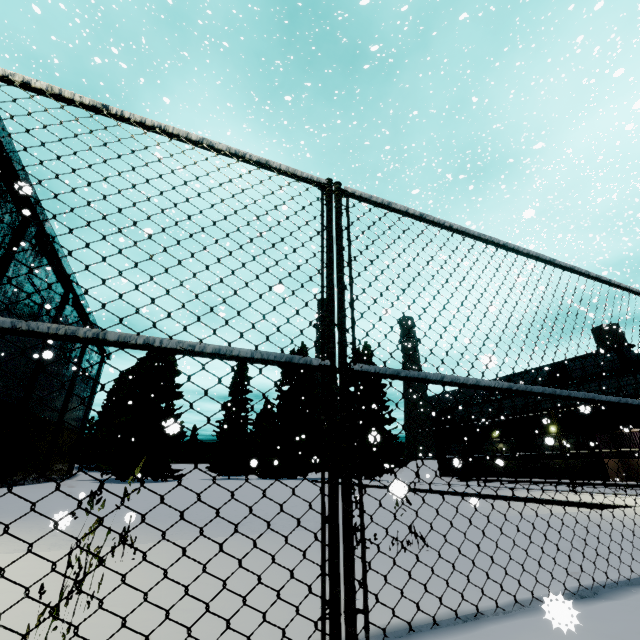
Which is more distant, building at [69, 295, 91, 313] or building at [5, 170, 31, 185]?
building at [69, 295, 91, 313]

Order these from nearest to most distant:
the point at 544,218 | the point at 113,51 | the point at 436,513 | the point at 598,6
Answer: the point at 113,51, the point at 598,6, the point at 436,513, the point at 544,218

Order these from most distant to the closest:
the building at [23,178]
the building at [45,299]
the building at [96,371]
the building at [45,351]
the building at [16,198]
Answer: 1. the building at [96,371]
2. the building at [45,299]
3. the building at [16,198]
4. the building at [23,178]
5. the building at [45,351]

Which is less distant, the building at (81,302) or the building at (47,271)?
the building at (47,271)

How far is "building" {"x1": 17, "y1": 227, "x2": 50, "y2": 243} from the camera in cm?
1966
